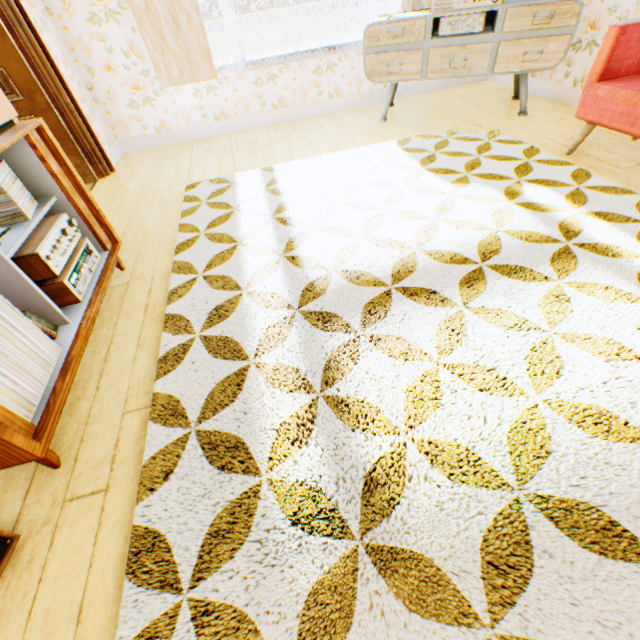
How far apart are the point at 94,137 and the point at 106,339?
3.1m

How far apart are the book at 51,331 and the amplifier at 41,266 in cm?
28

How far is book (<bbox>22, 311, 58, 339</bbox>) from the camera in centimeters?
152cm

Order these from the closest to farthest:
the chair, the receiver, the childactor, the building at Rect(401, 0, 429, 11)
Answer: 1. the receiver
2. the chair
3. the childactor
4. the building at Rect(401, 0, 429, 11)

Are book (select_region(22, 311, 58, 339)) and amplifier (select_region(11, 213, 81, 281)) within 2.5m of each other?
yes

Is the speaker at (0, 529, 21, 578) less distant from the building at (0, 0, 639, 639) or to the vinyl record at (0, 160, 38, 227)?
the building at (0, 0, 639, 639)

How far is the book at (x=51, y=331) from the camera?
1.5 meters

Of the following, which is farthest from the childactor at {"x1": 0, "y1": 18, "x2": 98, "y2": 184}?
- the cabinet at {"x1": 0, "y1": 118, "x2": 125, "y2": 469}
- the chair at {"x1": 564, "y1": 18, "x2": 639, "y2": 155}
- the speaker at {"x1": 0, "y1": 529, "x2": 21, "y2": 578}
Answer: the chair at {"x1": 564, "y1": 18, "x2": 639, "y2": 155}
